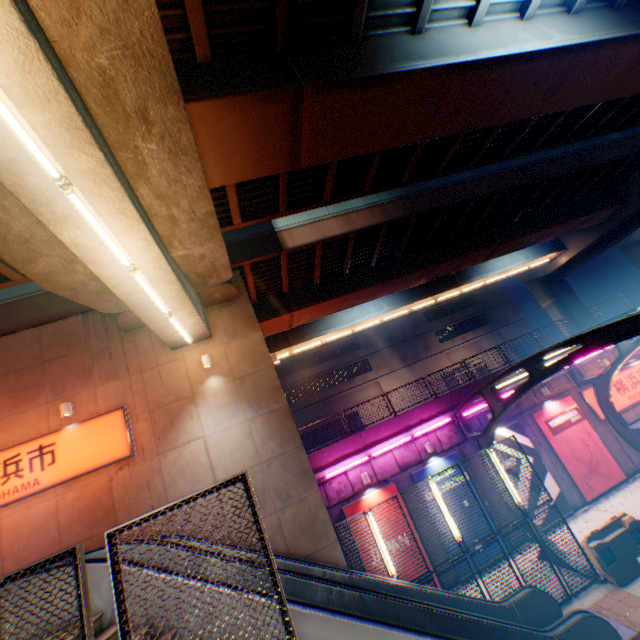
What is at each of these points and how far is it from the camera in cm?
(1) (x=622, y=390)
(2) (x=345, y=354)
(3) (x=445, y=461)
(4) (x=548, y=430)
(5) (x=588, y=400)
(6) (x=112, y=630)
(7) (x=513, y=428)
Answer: (1) sign, 1733
(2) building, 3884
(3) billboard, 1516
(4) billboard, 1622
(5) sign, 1691
(6) steps, 509
(7) billboard, 1609

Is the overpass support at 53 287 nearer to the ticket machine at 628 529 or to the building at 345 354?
the building at 345 354

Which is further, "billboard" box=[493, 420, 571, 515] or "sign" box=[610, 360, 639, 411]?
"sign" box=[610, 360, 639, 411]

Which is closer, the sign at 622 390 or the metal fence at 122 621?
the metal fence at 122 621

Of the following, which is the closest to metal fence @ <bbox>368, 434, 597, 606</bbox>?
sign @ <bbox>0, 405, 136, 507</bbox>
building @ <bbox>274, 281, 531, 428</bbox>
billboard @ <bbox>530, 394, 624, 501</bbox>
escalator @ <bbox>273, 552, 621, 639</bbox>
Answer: escalator @ <bbox>273, 552, 621, 639</bbox>

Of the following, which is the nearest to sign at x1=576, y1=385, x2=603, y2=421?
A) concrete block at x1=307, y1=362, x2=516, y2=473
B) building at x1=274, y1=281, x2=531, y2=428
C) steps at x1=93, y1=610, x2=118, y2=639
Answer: concrete block at x1=307, y1=362, x2=516, y2=473

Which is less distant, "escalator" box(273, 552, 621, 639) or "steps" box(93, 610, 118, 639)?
"steps" box(93, 610, 118, 639)

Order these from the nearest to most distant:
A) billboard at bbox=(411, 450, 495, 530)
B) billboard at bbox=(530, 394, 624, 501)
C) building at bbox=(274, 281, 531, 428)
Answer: billboard at bbox=(411, 450, 495, 530) → billboard at bbox=(530, 394, 624, 501) → building at bbox=(274, 281, 531, 428)
